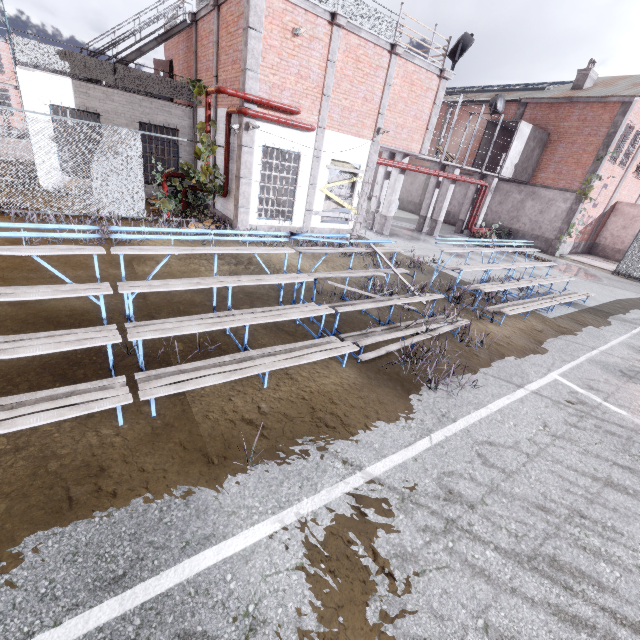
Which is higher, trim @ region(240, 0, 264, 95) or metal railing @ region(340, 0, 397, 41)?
metal railing @ region(340, 0, 397, 41)

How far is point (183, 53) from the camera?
15.0 meters

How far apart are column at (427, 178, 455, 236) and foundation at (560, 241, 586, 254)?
9.0 meters

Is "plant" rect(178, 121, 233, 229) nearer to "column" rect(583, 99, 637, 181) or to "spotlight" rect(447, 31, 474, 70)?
"spotlight" rect(447, 31, 474, 70)

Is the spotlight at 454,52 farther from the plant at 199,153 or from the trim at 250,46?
the plant at 199,153

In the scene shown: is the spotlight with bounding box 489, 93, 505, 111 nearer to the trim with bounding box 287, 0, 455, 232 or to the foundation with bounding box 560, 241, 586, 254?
the trim with bounding box 287, 0, 455, 232

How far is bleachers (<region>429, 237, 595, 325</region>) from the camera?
9.0 meters

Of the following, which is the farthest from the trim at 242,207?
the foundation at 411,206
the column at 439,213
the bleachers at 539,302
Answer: the foundation at 411,206
